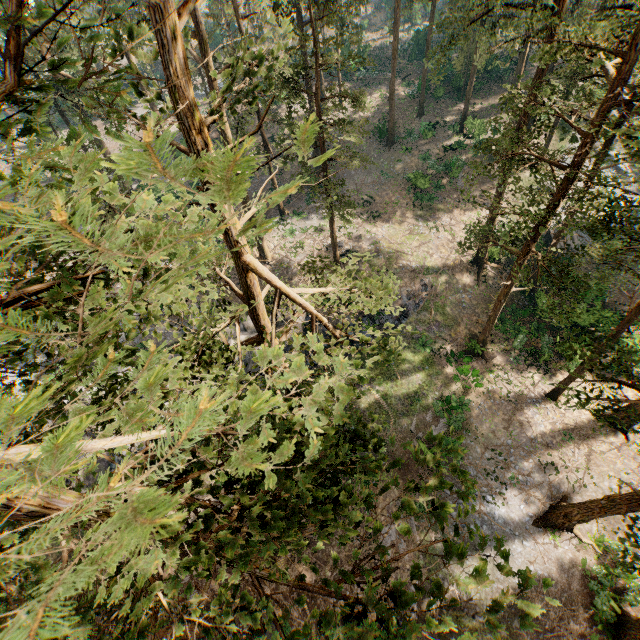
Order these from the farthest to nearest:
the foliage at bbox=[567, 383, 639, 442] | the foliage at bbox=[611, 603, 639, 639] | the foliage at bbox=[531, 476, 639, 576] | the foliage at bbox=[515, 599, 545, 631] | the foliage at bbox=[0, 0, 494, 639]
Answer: the foliage at bbox=[611, 603, 639, 639], the foliage at bbox=[531, 476, 639, 576], the foliage at bbox=[567, 383, 639, 442], the foliage at bbox=[515, 599, 545, 631], the foliage at bbox=[0, 0, 494, 639]

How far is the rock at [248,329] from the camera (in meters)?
25.97

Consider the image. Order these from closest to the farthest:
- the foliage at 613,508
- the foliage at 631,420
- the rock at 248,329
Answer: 1. the foliage at 631,420
2. the foliage at 613,508
3. the rock at 248,329

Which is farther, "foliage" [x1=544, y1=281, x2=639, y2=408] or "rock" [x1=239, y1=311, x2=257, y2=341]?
"rock" [x1=239, y1=311, x2=257, y2=341]

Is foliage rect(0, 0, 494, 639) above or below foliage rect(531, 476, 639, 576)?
above

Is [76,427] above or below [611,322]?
above
